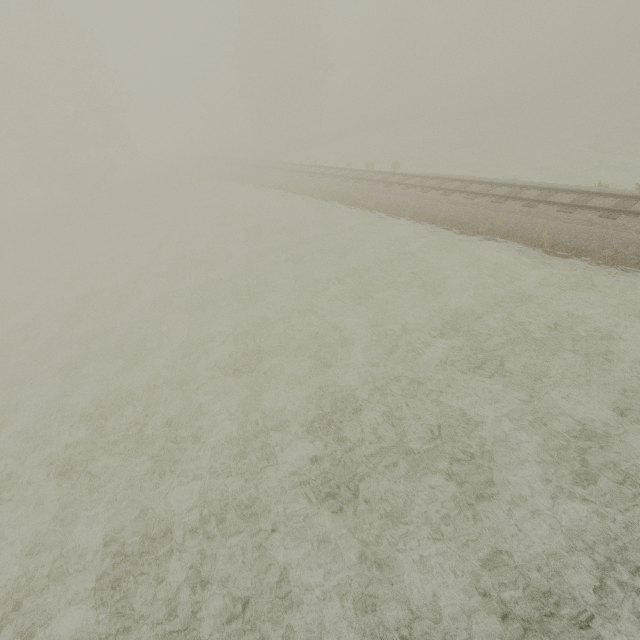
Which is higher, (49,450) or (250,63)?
(250,63)
